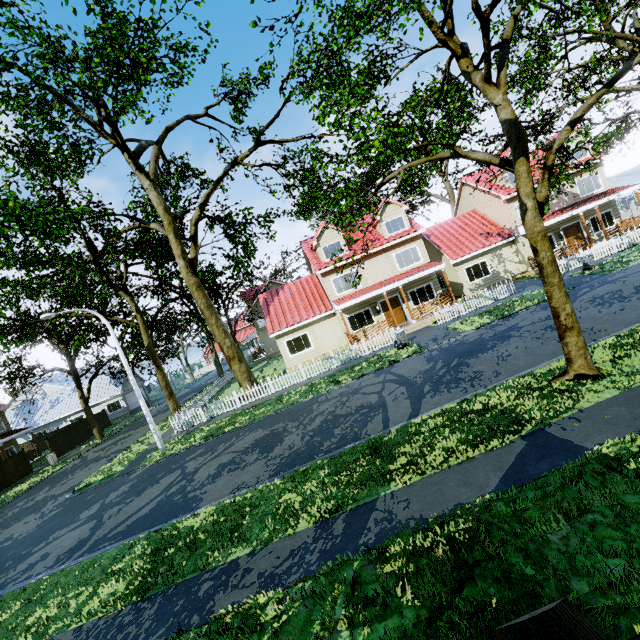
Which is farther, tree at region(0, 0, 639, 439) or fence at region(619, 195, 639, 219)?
fence at region(619, 195, 639, 219)

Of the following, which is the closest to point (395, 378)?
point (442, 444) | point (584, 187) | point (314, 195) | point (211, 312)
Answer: point (442, 444)

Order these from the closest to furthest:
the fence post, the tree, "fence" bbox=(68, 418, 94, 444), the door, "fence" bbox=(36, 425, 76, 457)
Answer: the fence post → the tree → the door → "fence" bbox=(36, 425, 76, 457) → "fence" bbox=(68, 418, 94, 444)

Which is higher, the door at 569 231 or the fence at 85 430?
the door at 569 231

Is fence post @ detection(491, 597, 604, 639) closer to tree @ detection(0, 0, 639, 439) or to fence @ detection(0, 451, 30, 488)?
fence @ detection(0, 451, 30, 488)

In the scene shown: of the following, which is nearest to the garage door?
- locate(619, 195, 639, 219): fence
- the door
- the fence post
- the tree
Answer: the tree

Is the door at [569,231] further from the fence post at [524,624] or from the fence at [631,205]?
the fence post at [524,624]
